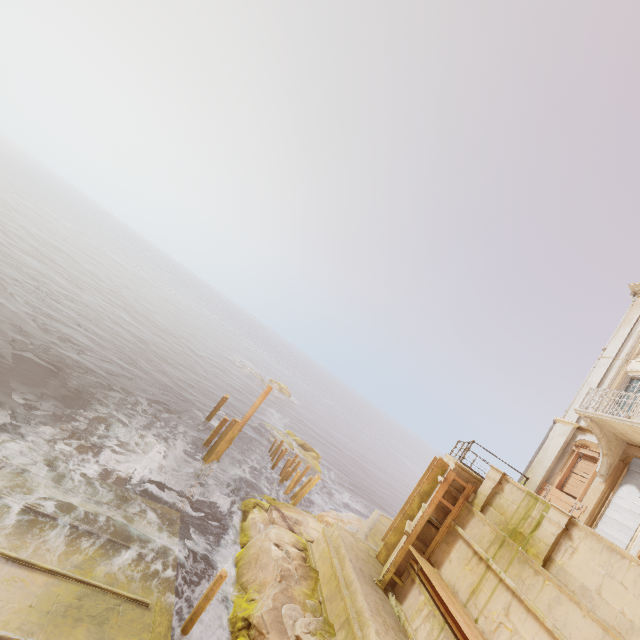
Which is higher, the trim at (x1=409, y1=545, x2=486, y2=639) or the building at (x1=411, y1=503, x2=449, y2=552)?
the building at (x1=411, y1=503, x2=449, y2=552)

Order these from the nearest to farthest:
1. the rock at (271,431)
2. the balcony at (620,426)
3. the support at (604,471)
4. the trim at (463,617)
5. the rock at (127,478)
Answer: the trim at (463,617) → the balcony at (620,426) → the rock at (127,478) → the support at (604,471) → the rock at (271,431)

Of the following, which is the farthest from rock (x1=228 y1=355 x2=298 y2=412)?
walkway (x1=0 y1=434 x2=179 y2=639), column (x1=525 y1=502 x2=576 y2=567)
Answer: column (x1=525 y1=502 x2=576 y2=567)

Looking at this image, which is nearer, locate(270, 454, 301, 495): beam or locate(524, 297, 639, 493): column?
locate(524, 297, 639, 493): column

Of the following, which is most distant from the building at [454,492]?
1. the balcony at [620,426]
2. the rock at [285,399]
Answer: the rock at [285,399]

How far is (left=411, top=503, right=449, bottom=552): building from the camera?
11.3m

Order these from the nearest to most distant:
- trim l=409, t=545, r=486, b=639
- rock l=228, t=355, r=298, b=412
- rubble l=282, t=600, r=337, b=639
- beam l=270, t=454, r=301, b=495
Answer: trim l=409, t=545, r=486, b=639 → rubble l=282, t=600, r=337, b=639 → beam l=270, t=454, r=301, b=495 → rock l=228, t=355, r=298, b=412

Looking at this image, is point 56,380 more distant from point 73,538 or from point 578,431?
point 578,431
